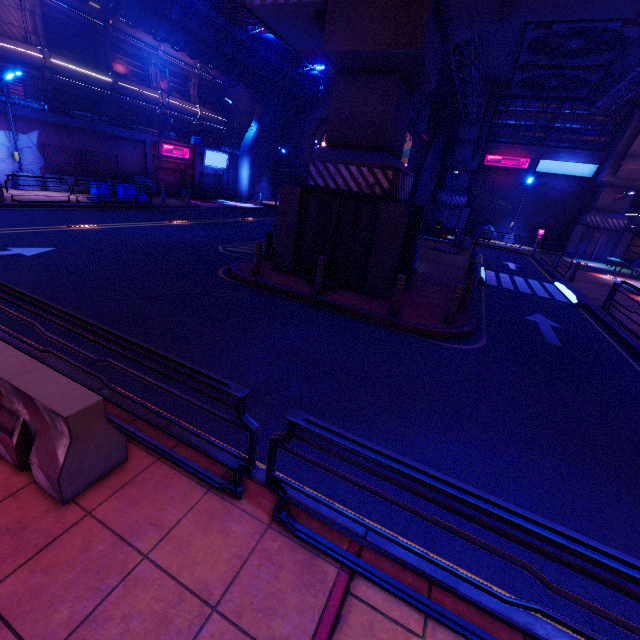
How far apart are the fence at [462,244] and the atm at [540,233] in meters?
13.0 m

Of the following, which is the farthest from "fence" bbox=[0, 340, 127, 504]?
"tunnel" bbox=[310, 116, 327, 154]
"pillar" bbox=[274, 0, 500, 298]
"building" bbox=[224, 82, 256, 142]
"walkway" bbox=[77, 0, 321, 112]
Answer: "building" bbox=[224, 82, 256, 142]

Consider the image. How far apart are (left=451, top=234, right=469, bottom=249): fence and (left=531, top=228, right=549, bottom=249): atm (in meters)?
13.05

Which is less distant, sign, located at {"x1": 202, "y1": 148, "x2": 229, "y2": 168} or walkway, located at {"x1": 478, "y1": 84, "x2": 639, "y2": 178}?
walkway, located at {"x1": 478, "y1": 84, "x2": 639, "y2": 178}

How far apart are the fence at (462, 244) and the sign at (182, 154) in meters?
25.0

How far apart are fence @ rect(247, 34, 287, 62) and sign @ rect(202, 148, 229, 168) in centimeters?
993cm

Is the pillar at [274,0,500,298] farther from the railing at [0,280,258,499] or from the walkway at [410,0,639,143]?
the railing at [0,280,258,499]

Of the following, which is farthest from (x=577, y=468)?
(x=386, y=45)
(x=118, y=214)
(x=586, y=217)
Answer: (x=586, y=217)
